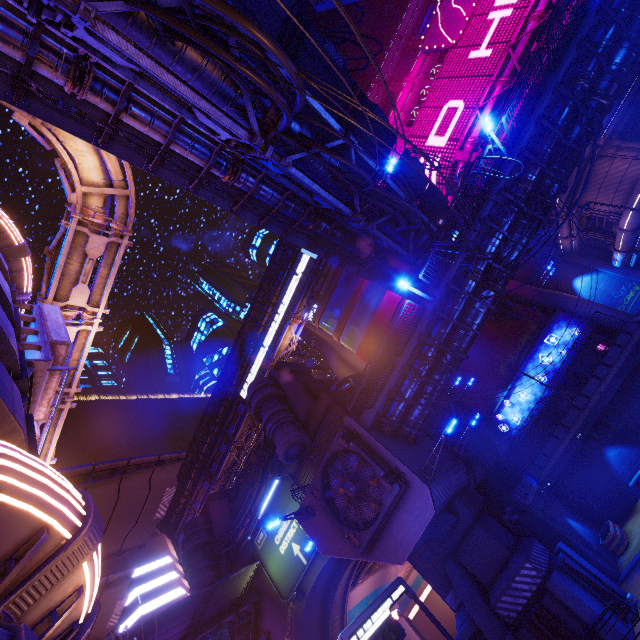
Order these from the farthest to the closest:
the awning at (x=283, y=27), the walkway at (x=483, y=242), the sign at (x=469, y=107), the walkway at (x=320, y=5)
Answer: the sign at (x=469, y=107)
the walkway at (x=483, y=242)
the awning at (x=283, y=27)
the walkway at (x=320, y=5)

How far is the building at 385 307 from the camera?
41.4m

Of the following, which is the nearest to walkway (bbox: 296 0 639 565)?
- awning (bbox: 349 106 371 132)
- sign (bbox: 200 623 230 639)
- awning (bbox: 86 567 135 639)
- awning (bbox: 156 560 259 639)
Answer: awning (bbox: 349 106 371 132)

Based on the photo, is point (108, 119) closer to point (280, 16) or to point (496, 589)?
point (280, 16)

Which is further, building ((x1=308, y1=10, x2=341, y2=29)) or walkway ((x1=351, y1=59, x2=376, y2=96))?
building ((x1=308, y1=10, x2=341, y2=29))

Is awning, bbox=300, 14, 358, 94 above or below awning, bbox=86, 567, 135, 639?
above

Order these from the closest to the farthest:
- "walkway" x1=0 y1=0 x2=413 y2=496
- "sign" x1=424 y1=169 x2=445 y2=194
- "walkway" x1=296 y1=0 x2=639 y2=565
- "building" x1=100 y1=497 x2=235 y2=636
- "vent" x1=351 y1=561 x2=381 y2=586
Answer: "walkway" x1=0 y1=0 x2=413 y2=496 → "walkway" x1=296 y1=0 x2=639 y2=565 → "vent" x1=351 y1=561 x2=381 y2=586 → "building" x1=100 y1=497 x2=235 y2=636 → "sign" x1=424 y1=169 x2=445 y2=194

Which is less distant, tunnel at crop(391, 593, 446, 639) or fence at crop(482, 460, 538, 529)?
fence at crop(482, 460, 538, 529)
